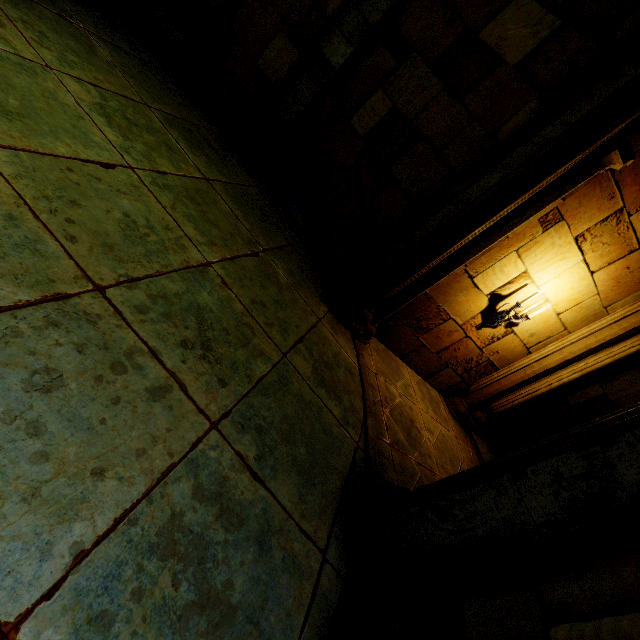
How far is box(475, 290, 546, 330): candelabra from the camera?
4.8 meters

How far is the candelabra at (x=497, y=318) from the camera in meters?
4.8

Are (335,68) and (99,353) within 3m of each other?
no
